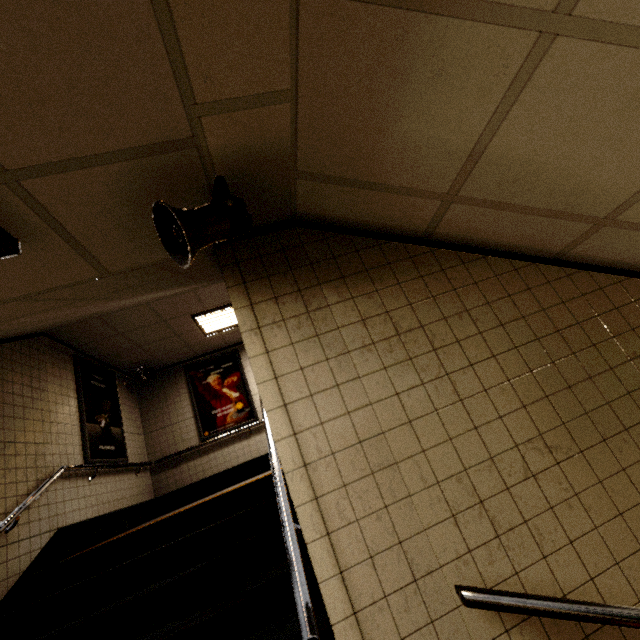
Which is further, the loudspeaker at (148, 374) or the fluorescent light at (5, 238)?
the loudspeaker at (148, 374)

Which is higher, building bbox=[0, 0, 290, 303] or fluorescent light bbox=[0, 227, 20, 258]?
building bbox=[0, 0, 290, 303]

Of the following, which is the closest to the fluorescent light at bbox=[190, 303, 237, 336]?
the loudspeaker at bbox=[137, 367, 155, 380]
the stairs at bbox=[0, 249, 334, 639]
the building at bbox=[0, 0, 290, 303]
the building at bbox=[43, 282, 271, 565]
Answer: the building at bbox=[43, 282, 271, 565]

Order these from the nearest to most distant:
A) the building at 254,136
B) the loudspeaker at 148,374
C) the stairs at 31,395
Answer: the building at 254,136 < the stairs at 31,395 < the loudspeaker at 148,374

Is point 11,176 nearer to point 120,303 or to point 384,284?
point 384,284

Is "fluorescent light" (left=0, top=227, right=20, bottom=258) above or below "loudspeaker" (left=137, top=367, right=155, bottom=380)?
below

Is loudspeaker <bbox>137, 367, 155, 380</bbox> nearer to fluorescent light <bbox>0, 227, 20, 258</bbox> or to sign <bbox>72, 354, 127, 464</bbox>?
sign <bbox>72, 354, 127, 464</bbox>

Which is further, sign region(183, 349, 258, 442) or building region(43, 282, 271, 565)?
sign region(183, 349, 258, 442)
